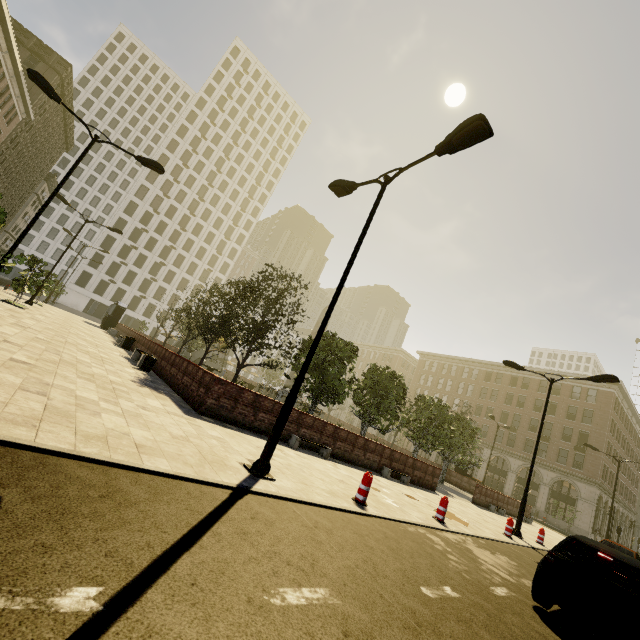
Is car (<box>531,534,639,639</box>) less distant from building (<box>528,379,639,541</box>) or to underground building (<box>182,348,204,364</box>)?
building (<box>528,379,639,541</box>)

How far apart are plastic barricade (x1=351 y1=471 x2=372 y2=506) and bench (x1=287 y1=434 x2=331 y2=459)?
3.82m

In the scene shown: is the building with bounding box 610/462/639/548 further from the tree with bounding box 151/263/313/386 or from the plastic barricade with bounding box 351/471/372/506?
the plastic barricade with bounding box 351/471/372/506

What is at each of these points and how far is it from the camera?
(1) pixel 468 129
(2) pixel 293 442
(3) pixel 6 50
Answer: (1) street light, 6.47m
(2) bench, 11.23m
(3) building, 29.19m

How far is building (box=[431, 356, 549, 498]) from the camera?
46.0m

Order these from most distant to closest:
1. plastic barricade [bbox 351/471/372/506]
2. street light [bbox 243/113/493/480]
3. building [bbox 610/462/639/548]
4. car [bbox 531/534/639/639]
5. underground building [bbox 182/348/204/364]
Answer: building [bbox 610/462/639/548], underground building [bbox 182/348/204/364], plastic barricade [bbox 351/471/372/506], street light [bbox 243/113/493/480], car [bbox 531/534/639/639]

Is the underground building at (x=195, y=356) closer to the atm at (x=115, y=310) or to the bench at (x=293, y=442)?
the atm at (x=115, y=310)

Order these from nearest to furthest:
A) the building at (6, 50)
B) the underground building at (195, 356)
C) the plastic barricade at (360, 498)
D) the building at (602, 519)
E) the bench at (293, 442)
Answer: the plastic barricade at (360, 498), the bench at (293, 442), the building at (6, 50), the building at (602, 519), the underground building at (195, 356)
